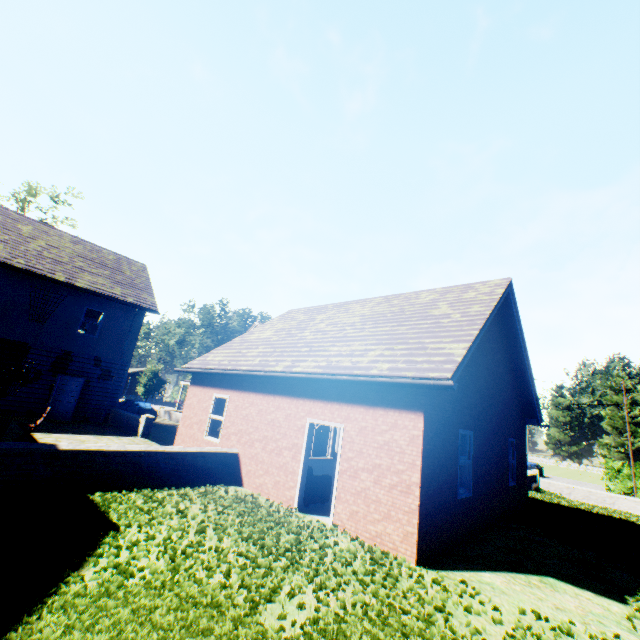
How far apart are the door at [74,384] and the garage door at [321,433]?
11.3m

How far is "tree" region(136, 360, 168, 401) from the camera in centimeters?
4434cm

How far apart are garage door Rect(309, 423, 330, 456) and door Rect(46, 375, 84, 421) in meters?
11.3

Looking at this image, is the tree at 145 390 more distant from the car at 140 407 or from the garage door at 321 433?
the garage door at 321 433

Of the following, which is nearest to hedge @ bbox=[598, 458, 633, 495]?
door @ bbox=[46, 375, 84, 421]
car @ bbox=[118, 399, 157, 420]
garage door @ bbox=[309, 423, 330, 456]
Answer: garage door @ bbox=[309, 423, 330, 456]

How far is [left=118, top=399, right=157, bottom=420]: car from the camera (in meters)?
24.11

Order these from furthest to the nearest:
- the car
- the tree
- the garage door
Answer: the tree → the car → the garage door

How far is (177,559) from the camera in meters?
4.6
